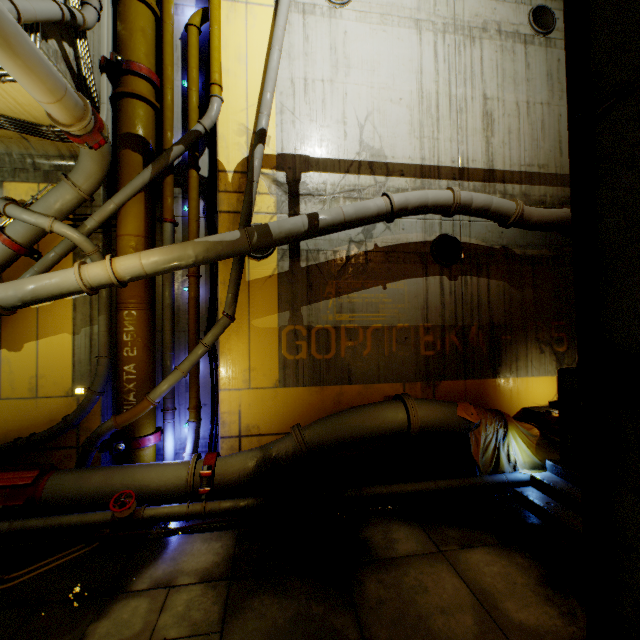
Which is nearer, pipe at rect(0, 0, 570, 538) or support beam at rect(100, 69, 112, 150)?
pipe at rect(0, 0, 570, 538)

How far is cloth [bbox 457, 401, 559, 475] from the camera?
6.7m

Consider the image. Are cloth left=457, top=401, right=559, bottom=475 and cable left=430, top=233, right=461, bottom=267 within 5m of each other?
yes

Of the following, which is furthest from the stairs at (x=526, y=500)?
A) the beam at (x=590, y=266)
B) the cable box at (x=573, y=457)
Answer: the cable box at (x=573, y=457)

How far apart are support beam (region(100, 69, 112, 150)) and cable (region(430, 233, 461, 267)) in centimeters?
758cm

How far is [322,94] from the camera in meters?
7.7 m

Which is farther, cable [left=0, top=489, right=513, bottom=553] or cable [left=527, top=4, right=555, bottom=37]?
cable [left=527, top=4, right=555, bottom=37]

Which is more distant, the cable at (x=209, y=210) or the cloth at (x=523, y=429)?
the cable at (x=209, y=210)
